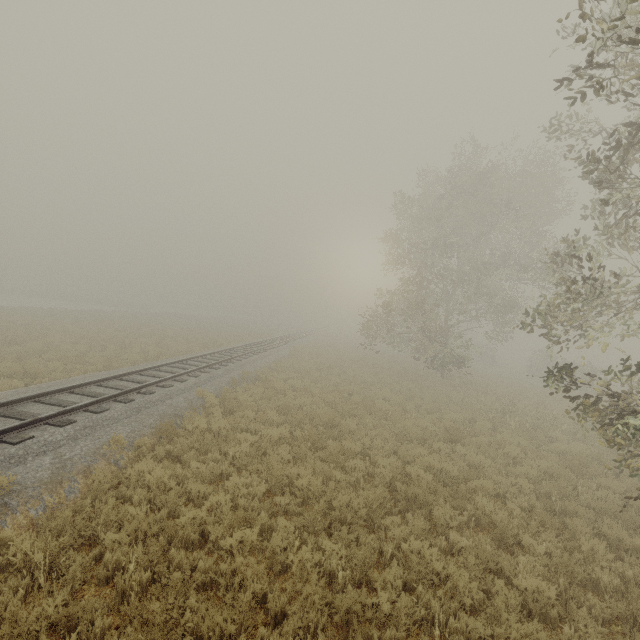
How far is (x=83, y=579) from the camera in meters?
4.5 m
